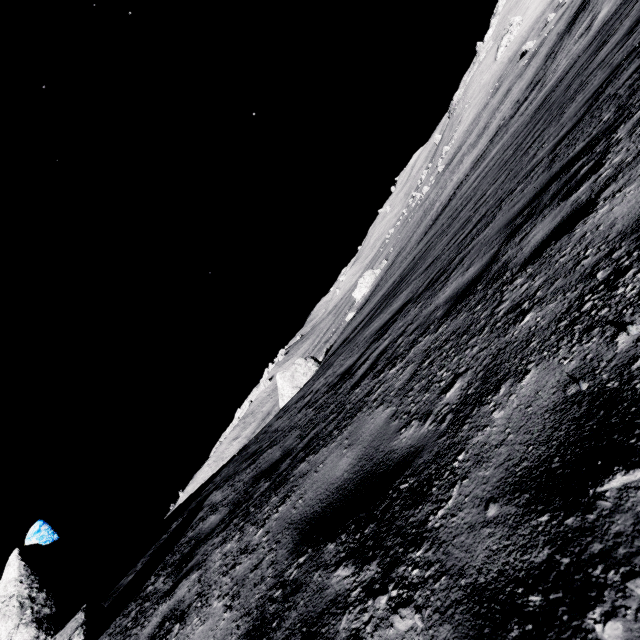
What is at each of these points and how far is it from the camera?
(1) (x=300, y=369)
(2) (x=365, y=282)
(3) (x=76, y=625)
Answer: (1) stone, 31.3 meters
(2) stone, 56.8 meters
(3) stone, 5.4 meters

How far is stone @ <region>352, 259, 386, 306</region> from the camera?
56.69m

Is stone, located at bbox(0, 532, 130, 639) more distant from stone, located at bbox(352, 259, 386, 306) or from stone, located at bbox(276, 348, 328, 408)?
stone, located at bbox(352, 259, 386, 306)

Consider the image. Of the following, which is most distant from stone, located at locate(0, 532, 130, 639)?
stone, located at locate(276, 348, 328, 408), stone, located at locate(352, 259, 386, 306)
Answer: stone, located at locate(352, 259, 386, 306)

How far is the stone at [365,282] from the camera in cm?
5669

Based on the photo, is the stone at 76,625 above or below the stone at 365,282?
above
